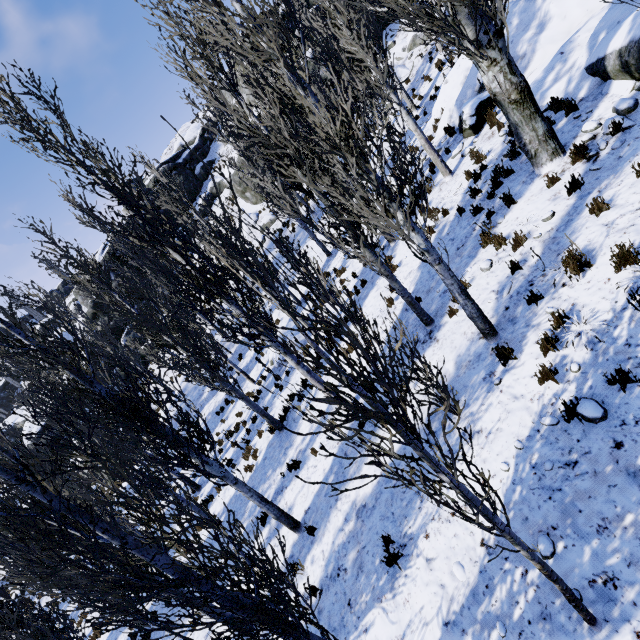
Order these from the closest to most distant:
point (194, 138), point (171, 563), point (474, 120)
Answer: point (171, 563), point (474, 120), point (194, 138)

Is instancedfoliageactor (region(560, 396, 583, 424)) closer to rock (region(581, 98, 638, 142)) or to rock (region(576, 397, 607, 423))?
rock (region(581, 98, 638, 142))

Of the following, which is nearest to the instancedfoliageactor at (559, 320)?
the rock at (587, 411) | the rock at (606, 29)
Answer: the rock at (606, 29)

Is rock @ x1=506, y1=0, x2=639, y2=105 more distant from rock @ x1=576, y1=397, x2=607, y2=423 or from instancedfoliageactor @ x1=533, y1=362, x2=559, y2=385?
rock @ x1=576, y1=397, x2=607, y2=423

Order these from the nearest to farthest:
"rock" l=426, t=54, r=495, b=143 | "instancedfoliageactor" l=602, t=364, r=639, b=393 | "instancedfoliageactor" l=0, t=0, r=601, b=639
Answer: "instancedfoliageactor" l=0, t=0, r=601, b=639 < "instancedfoliageactor" l=602, t=364, r=639, b=393 < "rock" l=426, t=54, r=495, b=143

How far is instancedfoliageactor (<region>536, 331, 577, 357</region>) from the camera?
4.89m

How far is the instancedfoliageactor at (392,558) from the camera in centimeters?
533cm

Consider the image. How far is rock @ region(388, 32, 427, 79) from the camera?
21.8m
